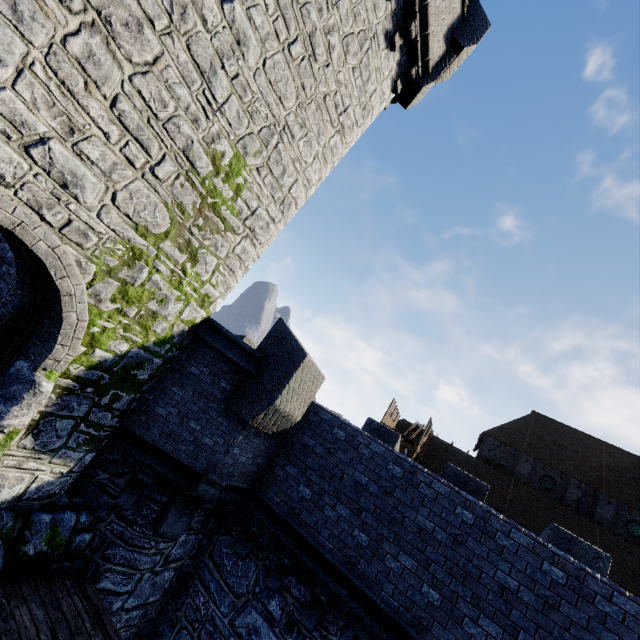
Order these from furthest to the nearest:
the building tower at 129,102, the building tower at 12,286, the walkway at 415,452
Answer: the walkway at 415,452 < the building tower at 12,286 < the building tower at 129,102

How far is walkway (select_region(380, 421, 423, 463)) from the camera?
23.70m

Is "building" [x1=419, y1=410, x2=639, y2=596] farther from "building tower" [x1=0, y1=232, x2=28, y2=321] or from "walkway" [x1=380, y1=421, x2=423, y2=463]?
"building tower" [x1=0, y1=232, x2=28, y2=321]

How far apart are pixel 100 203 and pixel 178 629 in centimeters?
892cm

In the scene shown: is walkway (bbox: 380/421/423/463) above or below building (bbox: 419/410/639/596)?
below

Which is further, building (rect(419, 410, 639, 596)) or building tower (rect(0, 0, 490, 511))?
building (rect(419, 410, 639, 596))

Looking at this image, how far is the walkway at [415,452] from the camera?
23.7 meters
